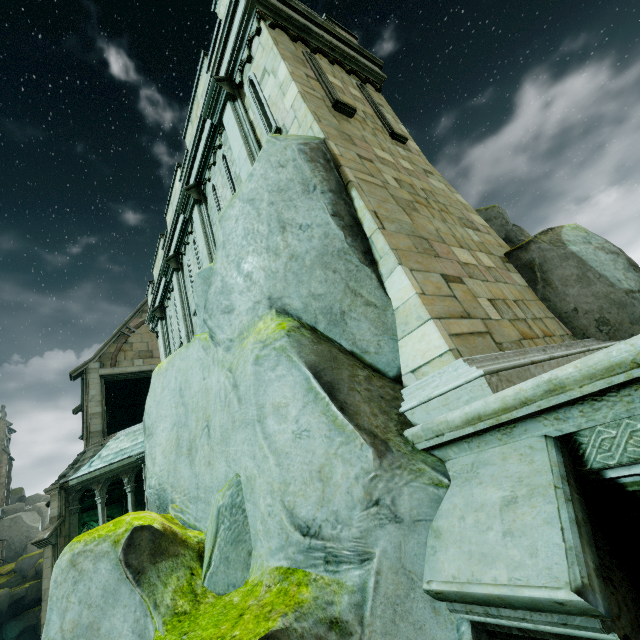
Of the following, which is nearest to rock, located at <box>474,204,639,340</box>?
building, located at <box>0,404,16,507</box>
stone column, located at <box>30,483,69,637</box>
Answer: stone column, located at <box>30,483,69,637</box>

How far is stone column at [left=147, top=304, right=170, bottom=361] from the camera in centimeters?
1341cm

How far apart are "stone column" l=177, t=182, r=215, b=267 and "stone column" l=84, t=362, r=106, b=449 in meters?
12.1

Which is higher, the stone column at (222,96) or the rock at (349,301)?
the stone column at (222,96)

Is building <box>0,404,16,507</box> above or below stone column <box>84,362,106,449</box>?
above

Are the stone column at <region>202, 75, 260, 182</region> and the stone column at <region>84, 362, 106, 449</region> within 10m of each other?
no

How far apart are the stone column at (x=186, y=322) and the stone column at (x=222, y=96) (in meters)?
5.14

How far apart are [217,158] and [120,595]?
9.1m
